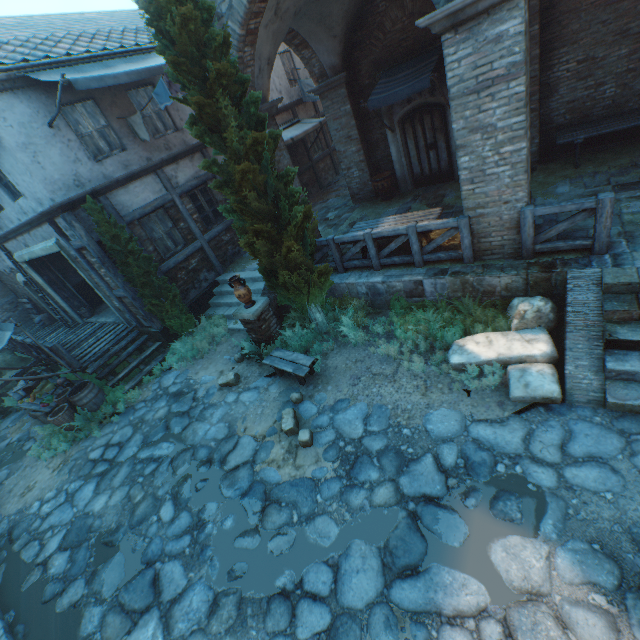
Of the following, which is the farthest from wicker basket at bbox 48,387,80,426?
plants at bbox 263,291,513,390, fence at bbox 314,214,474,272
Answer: fence at bbox 314,214,474,272

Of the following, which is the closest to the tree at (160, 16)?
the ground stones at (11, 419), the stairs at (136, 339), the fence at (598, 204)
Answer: the stairs at (136, 339)

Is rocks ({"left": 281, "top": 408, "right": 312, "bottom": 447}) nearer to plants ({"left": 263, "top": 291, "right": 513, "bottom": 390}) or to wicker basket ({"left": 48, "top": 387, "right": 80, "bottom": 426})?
plants ({"left": 263, "top": 291, "right": 513, "bottom": 390})

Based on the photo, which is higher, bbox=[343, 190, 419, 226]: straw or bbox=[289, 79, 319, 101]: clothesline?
bbox=[289, 79, 319, 101]: clothesline

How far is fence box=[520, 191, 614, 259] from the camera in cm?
492

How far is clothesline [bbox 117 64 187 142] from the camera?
7.57m

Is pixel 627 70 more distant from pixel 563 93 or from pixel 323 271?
pixel 323 271

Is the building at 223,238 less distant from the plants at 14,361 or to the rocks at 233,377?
the rocks at 233,377
